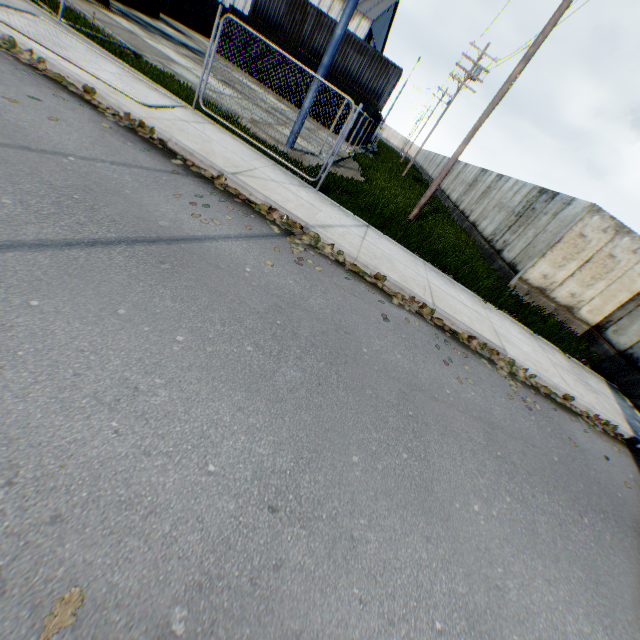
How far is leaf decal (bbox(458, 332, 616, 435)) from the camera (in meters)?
6.42

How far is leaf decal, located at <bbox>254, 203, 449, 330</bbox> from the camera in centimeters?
604cm

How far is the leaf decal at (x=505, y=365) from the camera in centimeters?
642cm

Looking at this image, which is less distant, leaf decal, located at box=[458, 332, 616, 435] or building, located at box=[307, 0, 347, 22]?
leaf decal, located at box=[458, 332, 616, 435]

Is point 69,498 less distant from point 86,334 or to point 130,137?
point 86,334

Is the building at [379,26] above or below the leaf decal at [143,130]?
above

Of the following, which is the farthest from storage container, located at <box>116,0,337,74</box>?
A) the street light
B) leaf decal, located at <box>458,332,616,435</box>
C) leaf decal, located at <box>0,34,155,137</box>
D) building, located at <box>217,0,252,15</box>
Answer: leaf decal, located at <box>458,332,616,435</box>

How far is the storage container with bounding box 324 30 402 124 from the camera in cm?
2348
